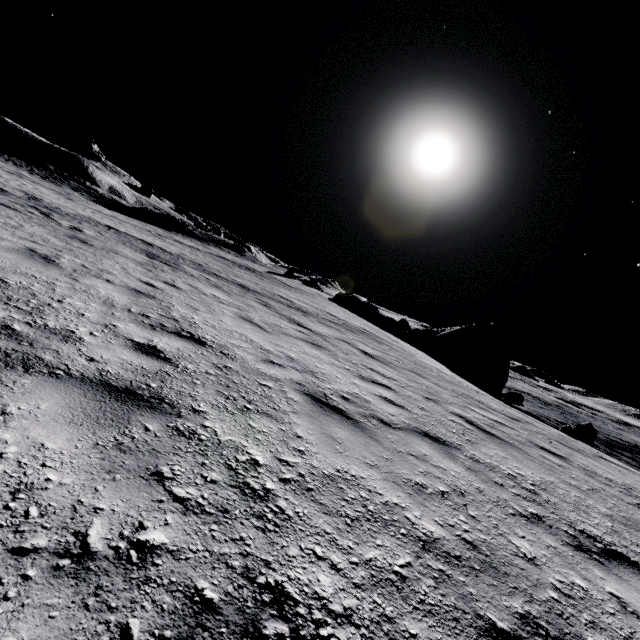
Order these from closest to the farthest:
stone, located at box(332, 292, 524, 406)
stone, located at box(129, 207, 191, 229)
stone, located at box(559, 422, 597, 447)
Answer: stone, located at box(559, 422, 597, 447) → stone, located at box(332, 292, 524, 406) → stone, located at box(129, 207, 191, 229)

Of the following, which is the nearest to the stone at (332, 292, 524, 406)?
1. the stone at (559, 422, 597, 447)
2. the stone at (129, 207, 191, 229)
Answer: the stone at (559, 422, 597, 447)

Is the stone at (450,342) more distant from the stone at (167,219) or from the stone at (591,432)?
the stone at (167,219)

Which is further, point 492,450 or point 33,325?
point 492,450

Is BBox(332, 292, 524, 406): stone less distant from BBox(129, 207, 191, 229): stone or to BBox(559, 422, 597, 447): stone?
BBox(559, 422, 597, 447): stone

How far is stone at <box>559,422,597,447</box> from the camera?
20.30m

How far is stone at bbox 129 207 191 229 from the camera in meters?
42.8

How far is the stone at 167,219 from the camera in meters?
42.8 m
